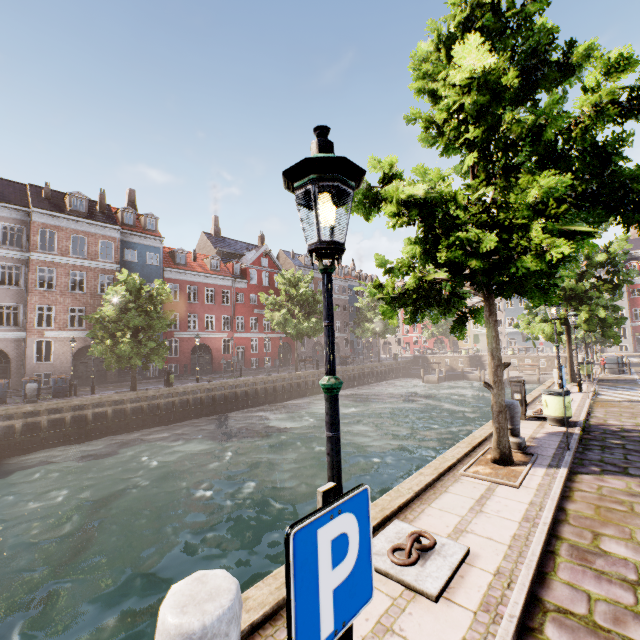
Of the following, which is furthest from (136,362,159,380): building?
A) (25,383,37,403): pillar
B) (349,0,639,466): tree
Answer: (25,383,37,403): pillar

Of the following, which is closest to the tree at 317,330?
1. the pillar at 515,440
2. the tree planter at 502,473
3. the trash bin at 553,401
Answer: the tree planter at 502,473

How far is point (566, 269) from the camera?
5.31m

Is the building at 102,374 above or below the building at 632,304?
below

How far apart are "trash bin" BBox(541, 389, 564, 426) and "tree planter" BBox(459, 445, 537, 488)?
3.08m

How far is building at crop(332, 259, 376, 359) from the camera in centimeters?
5150cm

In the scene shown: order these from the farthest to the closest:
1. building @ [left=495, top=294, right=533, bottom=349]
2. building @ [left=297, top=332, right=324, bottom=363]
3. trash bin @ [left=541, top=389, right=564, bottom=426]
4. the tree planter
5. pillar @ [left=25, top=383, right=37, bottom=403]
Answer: building @ [left=495, top=294, right=533, bottom=349] → building @ [left=297, top=332, right=324, bottom=363] → pillar @ [left=25, top=383, right=37, bottom=403] → trash bin @ [left=541, top=389, right=564, bottom=426] → the tree planter

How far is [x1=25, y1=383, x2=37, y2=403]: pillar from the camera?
17.5m
